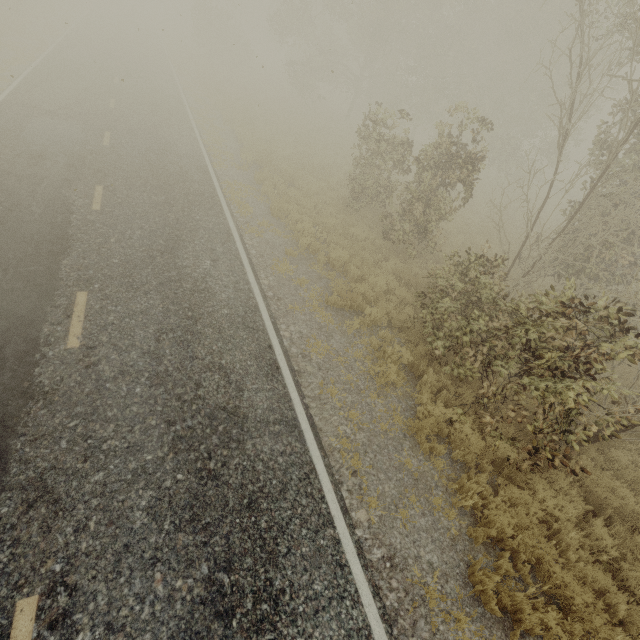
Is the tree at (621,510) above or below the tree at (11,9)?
below

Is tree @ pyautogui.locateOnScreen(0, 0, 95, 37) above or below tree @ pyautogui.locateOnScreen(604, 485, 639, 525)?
above

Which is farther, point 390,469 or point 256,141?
point 256,141

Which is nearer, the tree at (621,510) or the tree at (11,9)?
the tree at (621,510)

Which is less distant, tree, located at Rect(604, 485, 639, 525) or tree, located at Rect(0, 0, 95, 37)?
tree, located at Rect(604, 485, 639, 525)
